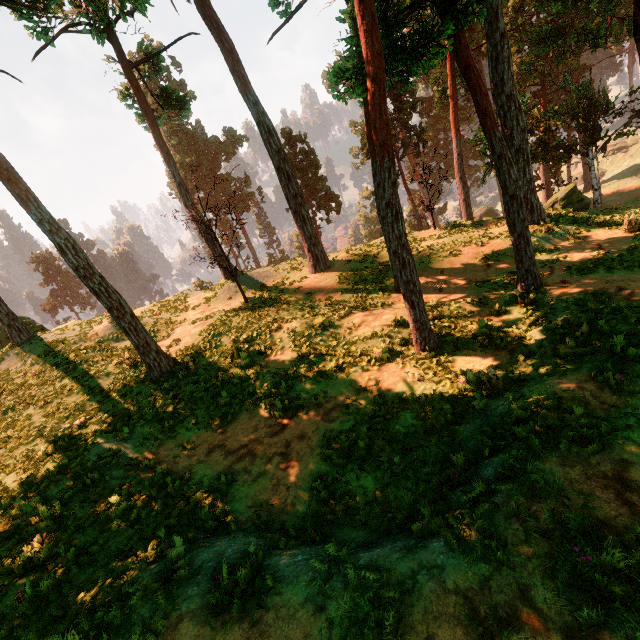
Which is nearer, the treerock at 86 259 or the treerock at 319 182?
the treerock at 86 259

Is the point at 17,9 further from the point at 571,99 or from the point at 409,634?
the point at 571,99

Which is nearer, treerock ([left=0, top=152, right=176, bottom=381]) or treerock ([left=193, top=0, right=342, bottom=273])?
treerock ([left=0, top=152, right=176, bottom=381])

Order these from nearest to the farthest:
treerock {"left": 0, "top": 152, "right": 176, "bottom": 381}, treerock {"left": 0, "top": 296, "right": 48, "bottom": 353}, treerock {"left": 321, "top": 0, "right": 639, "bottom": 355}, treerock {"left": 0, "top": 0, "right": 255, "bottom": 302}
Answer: treerock {"left": 321, "top": 0, "right": 639, "bottom": 355}
treerock {"left": 0, "top": 152, "right": 176, "bottom": 381}
treerock {"left": 0, "top": 0, "right": 255, "bottom": 302}
treerock {"left": 0, "top": 296, "right": 48, "bottom": 353}

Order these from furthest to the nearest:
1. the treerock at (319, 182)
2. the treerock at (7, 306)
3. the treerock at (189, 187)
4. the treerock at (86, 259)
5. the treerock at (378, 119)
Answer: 1. the treerock at (7, 306)
2. the treerock at (319, 182)
3. the treerock at (189, 187)
4. the treerock at (86, 259)
5. the treerock at (378, 119)
